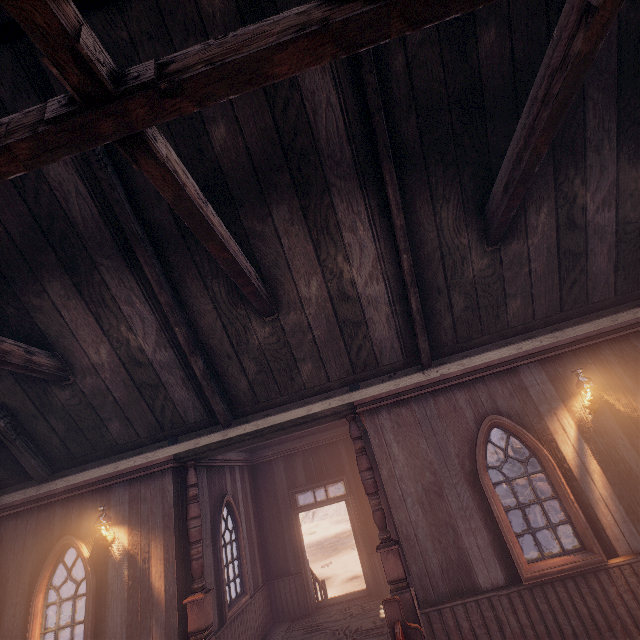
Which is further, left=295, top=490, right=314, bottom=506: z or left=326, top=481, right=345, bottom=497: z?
left=295, top=490, right=314, bottom=506: z

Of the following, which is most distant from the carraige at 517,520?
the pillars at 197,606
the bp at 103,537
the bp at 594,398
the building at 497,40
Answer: the bp at 103,537

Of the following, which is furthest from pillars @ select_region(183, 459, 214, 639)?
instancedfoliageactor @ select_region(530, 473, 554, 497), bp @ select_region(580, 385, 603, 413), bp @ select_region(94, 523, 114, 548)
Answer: instancedfoliageactor @ select_region(530, 473, 554, 497)

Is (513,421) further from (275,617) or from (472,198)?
(275,617)

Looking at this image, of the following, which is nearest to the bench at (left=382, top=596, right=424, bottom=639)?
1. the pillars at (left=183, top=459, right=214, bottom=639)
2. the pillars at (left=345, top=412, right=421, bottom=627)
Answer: the pillars at (left=345, top=412, right=421, bottom=627)

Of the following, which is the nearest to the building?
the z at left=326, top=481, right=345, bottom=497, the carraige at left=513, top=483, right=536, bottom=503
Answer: the z at left=326, top=481, right=345, bottom=497

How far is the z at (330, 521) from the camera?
12.84m

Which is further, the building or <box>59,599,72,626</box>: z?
<box>59,599,72,626</box>: z
